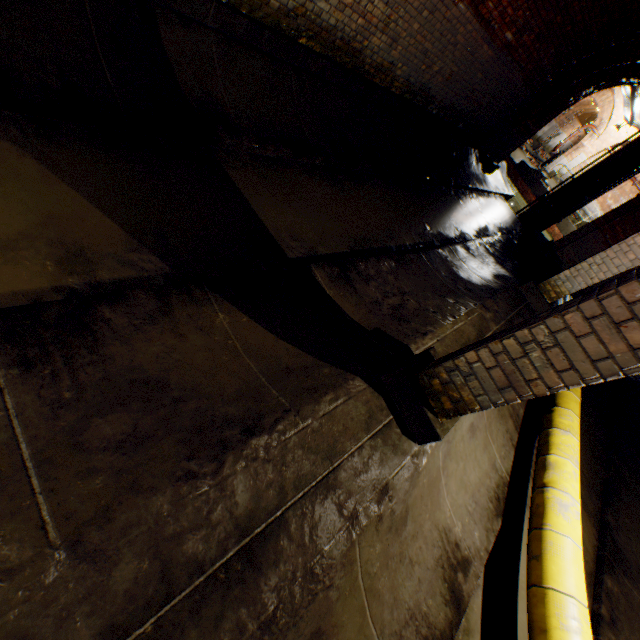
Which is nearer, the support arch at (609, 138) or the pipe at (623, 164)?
the pipe at (623, 164)

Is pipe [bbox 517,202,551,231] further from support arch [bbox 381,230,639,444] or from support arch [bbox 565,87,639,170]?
support arch [bbox 381,230,639,444]

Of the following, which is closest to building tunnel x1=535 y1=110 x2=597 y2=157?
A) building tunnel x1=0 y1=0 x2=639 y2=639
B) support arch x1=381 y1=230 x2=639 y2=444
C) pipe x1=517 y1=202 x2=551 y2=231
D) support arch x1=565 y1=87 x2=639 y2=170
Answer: support arch x1=565 y1=87 x2=639 y2=170

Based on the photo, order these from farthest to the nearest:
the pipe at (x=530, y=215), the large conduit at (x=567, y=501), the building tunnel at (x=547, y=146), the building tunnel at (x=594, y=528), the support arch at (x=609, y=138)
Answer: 1. the building tunnel at (x=547, y=146)
2. the support arch at (x=609, y=138)
3. the pipe at (x=530, y=215)
4. the building tunnel at (x=594, y=528)
5. the large conduit at (x=567, y=501)

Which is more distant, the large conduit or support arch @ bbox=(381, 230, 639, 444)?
the large conduit

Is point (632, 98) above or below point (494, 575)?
above

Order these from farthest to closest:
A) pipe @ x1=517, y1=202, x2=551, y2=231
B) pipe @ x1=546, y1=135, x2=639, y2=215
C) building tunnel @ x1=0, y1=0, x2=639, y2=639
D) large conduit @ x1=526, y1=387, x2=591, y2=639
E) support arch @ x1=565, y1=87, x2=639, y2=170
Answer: support arch @ x1=565, y1=87, x2=639, y2=170 → pipe @ x1=517, y1=202, x2=551, y2=231 → pipe @ x1=546, y1=135, x2=639, y2=215 → large conduit @ x1=526, y1=387, x2=591, y2=639 → building tunnel @ x1=0, y1=0, x2=639, y2=639

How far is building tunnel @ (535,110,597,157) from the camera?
25.4 meters
